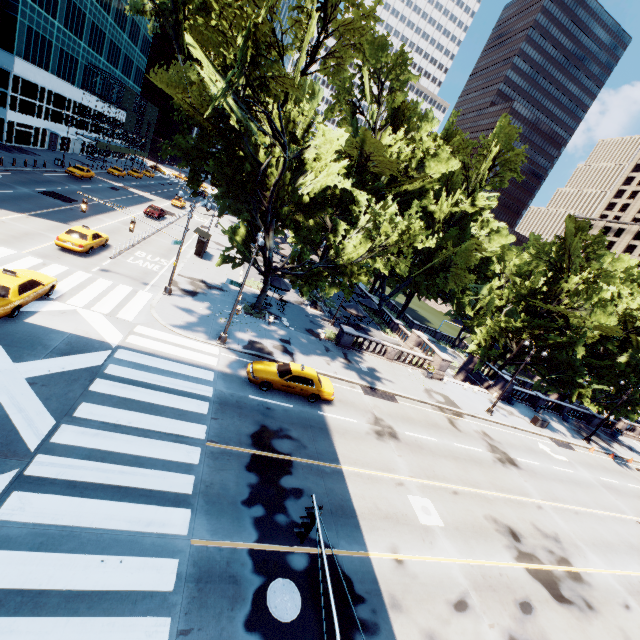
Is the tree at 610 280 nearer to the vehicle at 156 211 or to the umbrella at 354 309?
the umbrella at 354 309

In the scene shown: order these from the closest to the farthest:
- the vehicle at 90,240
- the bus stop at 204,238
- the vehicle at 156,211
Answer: the vehicle at 90,240, the bus stop at 204,238, the vehicle at 156,211

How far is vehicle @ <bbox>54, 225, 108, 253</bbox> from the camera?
22.5m

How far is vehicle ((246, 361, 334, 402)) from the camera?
17.66m

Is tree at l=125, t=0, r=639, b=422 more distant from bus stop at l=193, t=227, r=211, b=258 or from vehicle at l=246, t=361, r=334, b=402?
bus stop at l=193, t=227, r=211, b=258

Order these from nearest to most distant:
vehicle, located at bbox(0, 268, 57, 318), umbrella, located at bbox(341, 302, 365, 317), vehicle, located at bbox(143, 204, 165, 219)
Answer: vehicle, located at bbox(0, 268, 57, 318), umbrella, located at bbox(341, 302, 365, 317), vehicle, located at bbox(143, 204, 165, 219)

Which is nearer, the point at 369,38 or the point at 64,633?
the point at 64,633

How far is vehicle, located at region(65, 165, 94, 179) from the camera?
43.8 meters
